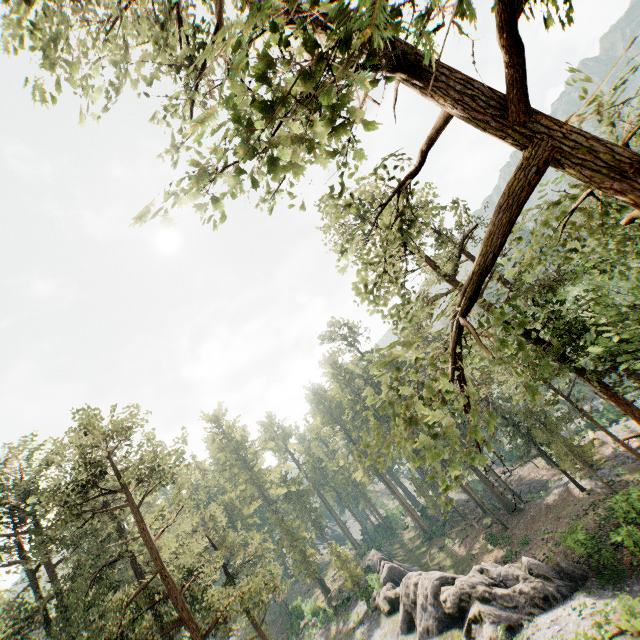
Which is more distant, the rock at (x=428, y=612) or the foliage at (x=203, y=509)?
the rock at (x=428, y=612)

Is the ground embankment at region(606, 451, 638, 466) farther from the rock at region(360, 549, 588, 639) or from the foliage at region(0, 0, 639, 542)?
the rock at region(360, 549, 588, 639)

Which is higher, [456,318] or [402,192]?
[402,192]

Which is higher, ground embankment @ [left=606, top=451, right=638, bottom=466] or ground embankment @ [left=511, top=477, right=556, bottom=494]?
ground embankment @ [left=606, top=451, right=638, bottom=466]

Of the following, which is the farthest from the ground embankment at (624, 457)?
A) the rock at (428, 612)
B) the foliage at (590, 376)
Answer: the rock at (428, 612)

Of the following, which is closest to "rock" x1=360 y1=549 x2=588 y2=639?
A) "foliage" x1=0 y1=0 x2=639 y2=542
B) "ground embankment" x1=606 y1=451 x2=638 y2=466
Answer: "foliage" x1=0 y1=0 x2=639 y2=542
